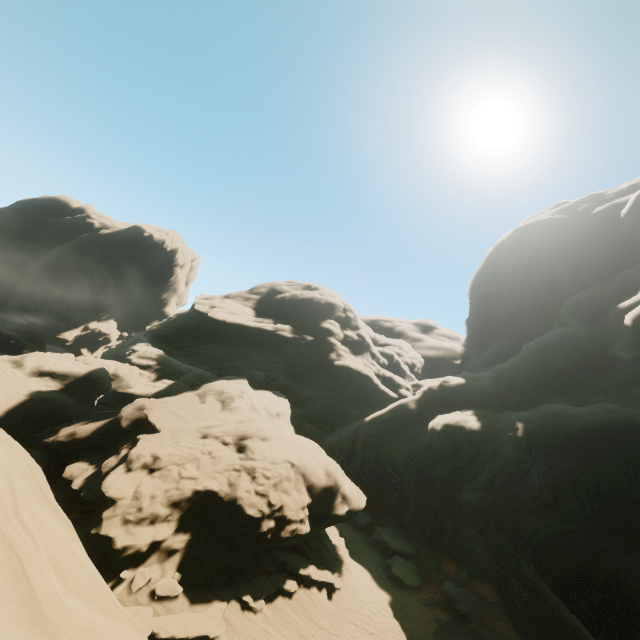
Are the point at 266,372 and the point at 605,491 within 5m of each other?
no

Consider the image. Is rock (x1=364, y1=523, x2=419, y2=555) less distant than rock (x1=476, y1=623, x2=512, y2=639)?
No

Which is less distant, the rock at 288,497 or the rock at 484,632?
the rock at 288,497

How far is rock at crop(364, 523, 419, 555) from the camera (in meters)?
28.20

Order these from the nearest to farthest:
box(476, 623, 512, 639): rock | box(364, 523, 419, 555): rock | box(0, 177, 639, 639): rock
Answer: box(0, 177, 639, 639): rock, box(476, 623, 512, 639): rock, box(364, 523, 419, 555): rock
